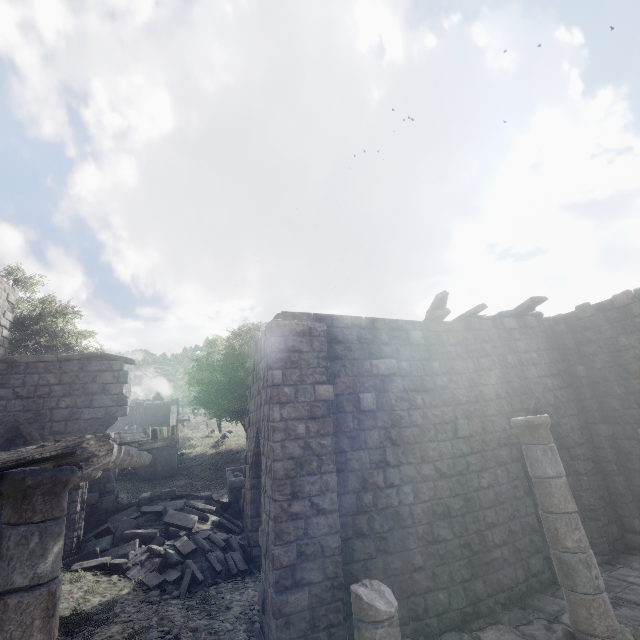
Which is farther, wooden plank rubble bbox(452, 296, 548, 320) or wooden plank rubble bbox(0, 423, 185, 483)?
wooden plank rubble bbox(452, 296, 548, 320)

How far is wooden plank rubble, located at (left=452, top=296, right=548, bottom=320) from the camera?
9.73m

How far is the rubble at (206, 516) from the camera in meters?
8.6

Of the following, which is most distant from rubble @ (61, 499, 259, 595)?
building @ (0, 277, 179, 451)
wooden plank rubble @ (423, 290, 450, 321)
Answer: wooden plank rubble @ (423, 290, 450, 321)

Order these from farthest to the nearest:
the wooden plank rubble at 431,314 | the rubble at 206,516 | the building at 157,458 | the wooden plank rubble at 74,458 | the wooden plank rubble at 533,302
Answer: the building at 157,458, the wooden plank rubble at 533,302, the wooden plank rubble at 431,314, the rubble at 206,516, the wooden plank rubble at 74,458

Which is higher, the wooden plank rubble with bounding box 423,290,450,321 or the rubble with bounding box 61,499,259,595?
the wooden plank rubble with bounding box 423,290,450,321

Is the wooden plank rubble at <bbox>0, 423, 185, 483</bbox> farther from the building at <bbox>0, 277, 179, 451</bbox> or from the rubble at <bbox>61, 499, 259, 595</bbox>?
the rubble at <bbox>61, 499, 259, 595</bbox>

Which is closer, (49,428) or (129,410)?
(49,428)
